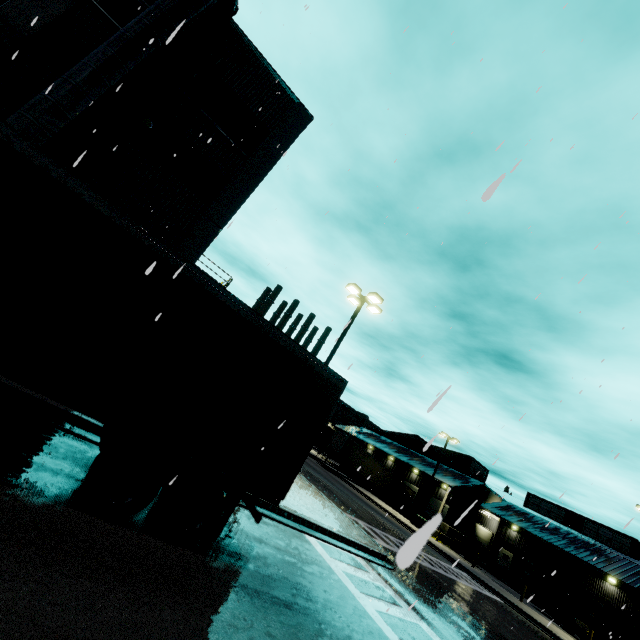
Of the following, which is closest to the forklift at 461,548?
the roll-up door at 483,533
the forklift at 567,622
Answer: the roll-up door at 483,533

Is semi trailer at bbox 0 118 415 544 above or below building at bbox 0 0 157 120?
below

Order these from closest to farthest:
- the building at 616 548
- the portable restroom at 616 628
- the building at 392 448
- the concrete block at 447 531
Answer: the portable restroom at 616 628
the building at 616 548
the concrete block at 447 531
the building at 392 448

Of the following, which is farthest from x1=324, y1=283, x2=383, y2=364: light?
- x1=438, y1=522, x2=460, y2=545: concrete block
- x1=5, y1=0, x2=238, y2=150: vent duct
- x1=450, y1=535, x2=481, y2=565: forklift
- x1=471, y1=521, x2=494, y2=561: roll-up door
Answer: x1=471, y1=521, x2=494, y2=561: roll-up door

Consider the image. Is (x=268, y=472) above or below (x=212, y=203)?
below

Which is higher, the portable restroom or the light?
the light

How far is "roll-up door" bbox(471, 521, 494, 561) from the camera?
38.59m

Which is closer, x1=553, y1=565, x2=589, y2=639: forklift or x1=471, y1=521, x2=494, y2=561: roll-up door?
x1=553, y1=565, x2=589, y2=639: forklift
